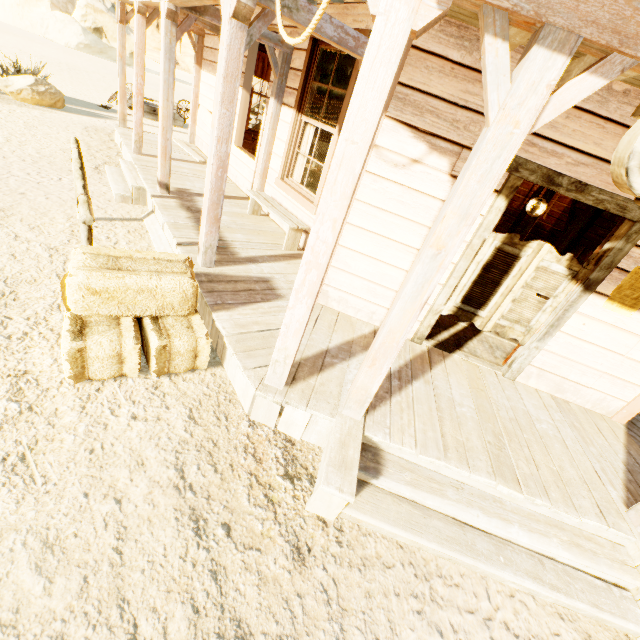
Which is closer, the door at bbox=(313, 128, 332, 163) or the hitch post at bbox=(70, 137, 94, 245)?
the hitch post at bbox=(70, 137, 94, 245)

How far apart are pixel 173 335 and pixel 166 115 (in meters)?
4.11

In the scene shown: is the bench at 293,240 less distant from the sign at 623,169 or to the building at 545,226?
the building at 545,226

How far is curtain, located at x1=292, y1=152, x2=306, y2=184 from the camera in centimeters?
574cm

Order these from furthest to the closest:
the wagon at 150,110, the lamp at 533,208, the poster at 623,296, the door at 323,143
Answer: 1. the wagon at 150,110
2. the door at 323,143
3. the lamp at 533,208
4. the poster at 623,296

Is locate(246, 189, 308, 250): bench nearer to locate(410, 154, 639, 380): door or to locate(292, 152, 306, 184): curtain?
locate(292, 152, 306, 184): curtain

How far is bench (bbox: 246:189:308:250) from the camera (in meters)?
5.14

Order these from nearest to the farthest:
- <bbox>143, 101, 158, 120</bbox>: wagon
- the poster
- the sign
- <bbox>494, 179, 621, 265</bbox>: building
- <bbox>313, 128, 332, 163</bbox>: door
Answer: the sign, the poster, <bbox>494, 179, 621, 265</bbox>: building, <bbox>313, 128, 332, 163</bbox>: door, <bbox>143, 101, 158, 120</bbox>: wagon
